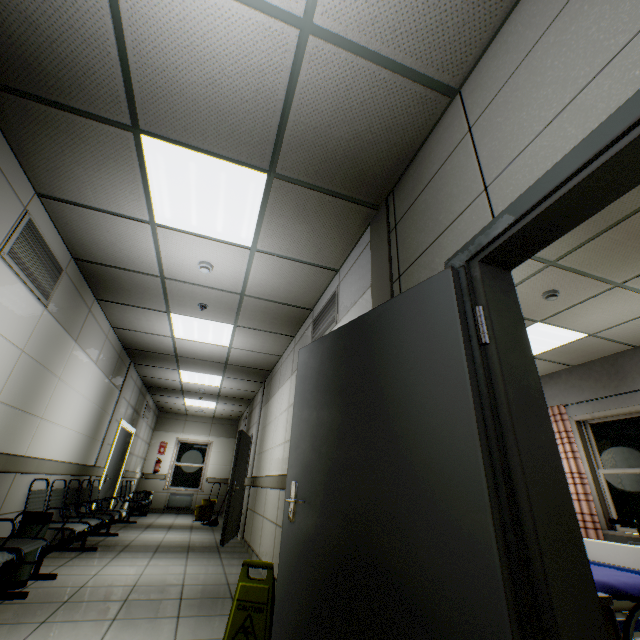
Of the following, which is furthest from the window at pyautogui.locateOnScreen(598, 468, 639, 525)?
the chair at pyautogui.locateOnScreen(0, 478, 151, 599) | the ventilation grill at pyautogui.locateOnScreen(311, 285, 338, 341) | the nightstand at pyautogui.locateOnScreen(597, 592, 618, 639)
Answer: the chair at pyautogui.locateOnScreen(0, 478, 151, 599)

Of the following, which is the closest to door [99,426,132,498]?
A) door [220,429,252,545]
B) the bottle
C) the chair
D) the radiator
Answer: the chair

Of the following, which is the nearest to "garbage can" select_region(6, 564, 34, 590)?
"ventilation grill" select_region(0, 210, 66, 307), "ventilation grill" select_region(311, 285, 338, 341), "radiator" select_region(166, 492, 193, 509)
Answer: "ventilation grill" select_region(0, 210, 66, 307)

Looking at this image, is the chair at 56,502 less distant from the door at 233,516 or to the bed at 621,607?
the door at 233,516

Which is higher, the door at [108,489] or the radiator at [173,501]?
the door at [108,489]

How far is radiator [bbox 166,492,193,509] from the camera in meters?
11.0

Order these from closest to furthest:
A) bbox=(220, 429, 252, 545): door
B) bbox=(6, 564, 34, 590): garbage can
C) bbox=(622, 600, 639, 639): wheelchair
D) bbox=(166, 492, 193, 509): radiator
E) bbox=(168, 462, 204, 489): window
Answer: bbox=(622, 600, 639, 639): wheelchair < bbox=(6, 564, 34, 590): garbage can < bbox=(220, 429, 252, 545): door < bbox=(166, 492, 193, 509): radiator < bbox=(168, 462, 204, 489): window

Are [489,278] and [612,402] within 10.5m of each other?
yes
